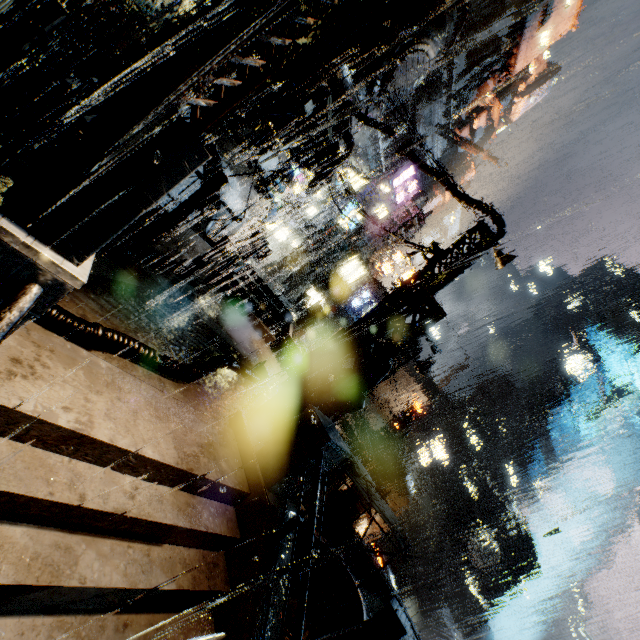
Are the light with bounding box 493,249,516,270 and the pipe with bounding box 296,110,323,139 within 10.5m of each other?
yes

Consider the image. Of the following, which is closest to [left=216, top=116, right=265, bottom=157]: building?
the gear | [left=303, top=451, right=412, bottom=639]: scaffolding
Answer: [left=303, top=451, right=412, bottom=639]: scaffolding

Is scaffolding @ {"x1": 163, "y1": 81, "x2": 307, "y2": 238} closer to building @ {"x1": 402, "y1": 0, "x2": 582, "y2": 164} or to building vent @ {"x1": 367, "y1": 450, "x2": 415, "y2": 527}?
building @ {"x1": 402, "y1": 0, "x2": 582, "y2": 164}

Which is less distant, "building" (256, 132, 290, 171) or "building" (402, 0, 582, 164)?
"building" (256, 132, 290, 171)

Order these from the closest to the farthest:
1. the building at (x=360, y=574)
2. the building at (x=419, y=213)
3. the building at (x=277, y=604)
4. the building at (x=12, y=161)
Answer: the building at (x=277, y=604) → the building at (x=12, y=161) → the building at (x=419, y=213) → the building at (x=360, y=574)

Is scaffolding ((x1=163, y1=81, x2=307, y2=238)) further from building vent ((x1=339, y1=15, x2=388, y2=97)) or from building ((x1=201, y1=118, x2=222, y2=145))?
building vent ((x1=339, y1=15, x2=388, y2=97))

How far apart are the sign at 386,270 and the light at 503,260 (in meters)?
23.98

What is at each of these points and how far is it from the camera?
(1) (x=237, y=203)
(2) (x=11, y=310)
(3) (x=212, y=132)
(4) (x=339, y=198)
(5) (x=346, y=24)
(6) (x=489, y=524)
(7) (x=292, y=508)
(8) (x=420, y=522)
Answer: (1) building, 20.8 meters
(2) railing, 2.4 meters
(3) building, 14.6 meters
(4) building, 37.0 meters
(5) building vent, 13.0 meters
(6) building, 53.7 meters
(7) building, 5.8 meters
(8) gear, 46.5 meters
